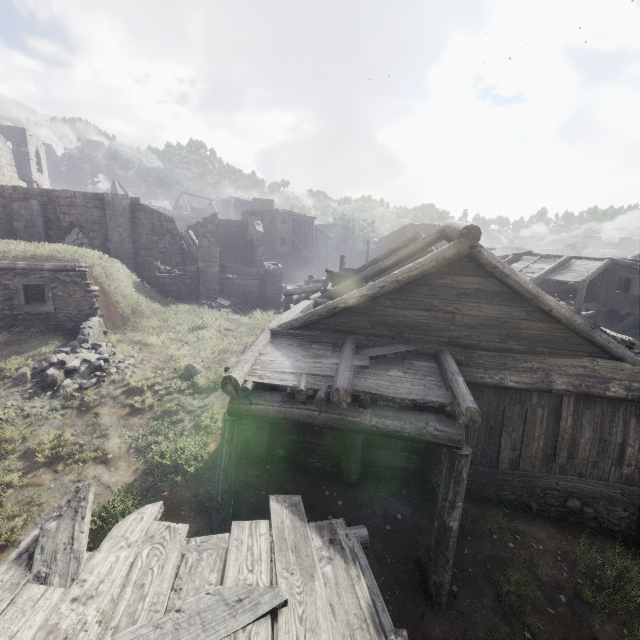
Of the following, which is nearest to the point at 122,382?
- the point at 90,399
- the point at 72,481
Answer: the point at 90,399

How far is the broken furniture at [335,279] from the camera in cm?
1354

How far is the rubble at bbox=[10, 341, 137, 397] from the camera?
10.41m

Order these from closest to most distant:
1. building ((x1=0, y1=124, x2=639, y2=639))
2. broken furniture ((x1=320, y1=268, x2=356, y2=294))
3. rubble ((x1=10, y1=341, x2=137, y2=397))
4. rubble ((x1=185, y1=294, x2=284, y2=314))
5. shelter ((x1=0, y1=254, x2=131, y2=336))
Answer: building ((x1=0, y1=124, x2=639, y2=639)) < rubble ((x1=10, y1=341, x2=137, y2=397)) < shelter ((x1=0, y1=254, x2=131, y2=336)) < broken furniture ((x1=320, y1=268, x2=356, y2=294)) < rubble ((x1=185, y1=294, x2=284, y2=314))

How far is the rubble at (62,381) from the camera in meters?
10.4

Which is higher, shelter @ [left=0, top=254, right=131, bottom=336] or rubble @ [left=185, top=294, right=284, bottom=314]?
shelter @ [left=0, top=254, right=131, bottom=336]

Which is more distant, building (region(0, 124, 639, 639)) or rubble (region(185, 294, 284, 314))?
rubble (region(185, 294, 284, 314))

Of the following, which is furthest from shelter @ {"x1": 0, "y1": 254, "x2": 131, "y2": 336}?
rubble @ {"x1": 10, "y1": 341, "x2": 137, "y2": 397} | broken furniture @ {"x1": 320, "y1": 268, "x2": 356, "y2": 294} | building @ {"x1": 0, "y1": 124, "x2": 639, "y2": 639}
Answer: broken furniture @ {"x1": 320, "y1": 268, "x2": 356, "y2": 294}
